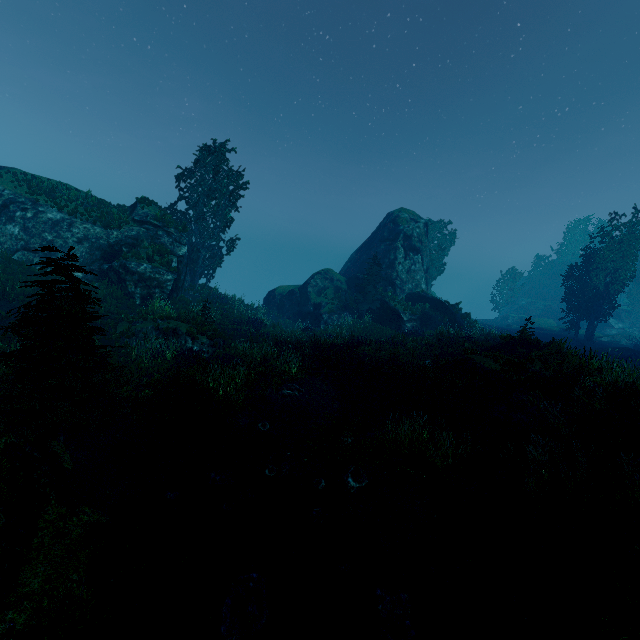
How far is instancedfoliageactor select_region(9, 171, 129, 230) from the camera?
22.5 meters

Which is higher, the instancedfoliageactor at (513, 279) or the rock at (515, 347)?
the instancedfoliageactor at (513, 279)

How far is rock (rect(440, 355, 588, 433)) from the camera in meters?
10.2 m

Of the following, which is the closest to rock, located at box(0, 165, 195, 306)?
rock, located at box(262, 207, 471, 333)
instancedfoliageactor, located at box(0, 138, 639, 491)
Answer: instancedfoliageactor, located at box(0, 138, 639, 491)

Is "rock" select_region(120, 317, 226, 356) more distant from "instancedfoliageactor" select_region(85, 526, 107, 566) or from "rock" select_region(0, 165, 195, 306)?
"rock" select_region(0, 165, 195, 306)

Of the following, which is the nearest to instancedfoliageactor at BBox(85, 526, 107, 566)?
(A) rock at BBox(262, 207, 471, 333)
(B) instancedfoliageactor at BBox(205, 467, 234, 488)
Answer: (A) rock at BBox(262, 207, 471, 333)

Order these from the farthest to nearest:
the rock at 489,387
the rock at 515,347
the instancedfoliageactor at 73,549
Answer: the rock at 515,347
the rock at 489,387
the instancedfoliageactor at 73,549

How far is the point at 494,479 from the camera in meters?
8.2
